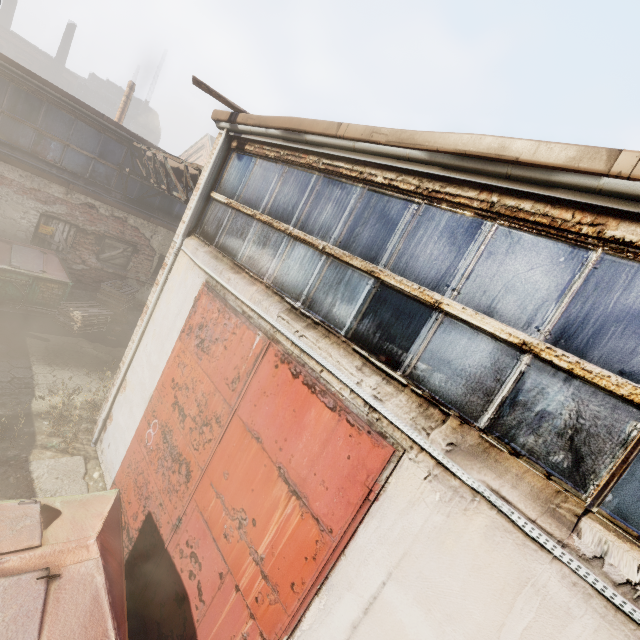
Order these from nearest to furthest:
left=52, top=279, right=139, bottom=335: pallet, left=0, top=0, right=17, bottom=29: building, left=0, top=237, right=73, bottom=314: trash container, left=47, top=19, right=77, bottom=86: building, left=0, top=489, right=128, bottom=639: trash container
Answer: left=0, top=489, right=128, bottom=639: trash container
left=0, top=237, right=73, bottom=314: trash container
left=52, top=279, right=139, bottom=335: pallet
left=47, top=19, right=77, bottom=86: building
left=0, top=0, right=17, bottom=29: building

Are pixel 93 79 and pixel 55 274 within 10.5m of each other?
no

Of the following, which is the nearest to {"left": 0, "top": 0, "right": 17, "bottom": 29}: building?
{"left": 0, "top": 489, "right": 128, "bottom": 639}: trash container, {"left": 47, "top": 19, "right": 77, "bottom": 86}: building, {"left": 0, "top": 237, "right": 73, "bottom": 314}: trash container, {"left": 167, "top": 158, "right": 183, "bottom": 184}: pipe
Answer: {"left": 47, "top": 19, "right": 77, "bottom": 86}: building

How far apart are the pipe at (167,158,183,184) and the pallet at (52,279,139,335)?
4.8 meters

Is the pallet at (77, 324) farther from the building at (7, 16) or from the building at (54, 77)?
the building at (7, 16)

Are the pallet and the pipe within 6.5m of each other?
yes

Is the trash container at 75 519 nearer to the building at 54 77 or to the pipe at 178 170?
the pipe at 178 170

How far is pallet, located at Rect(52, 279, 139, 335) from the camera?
9.6m
